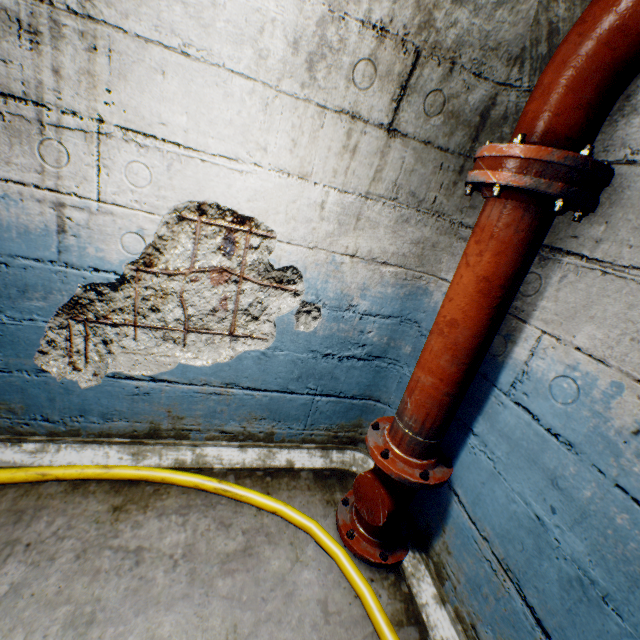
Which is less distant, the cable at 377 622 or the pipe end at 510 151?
the pipe end at 510 151

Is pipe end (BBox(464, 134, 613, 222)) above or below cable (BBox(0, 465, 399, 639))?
above

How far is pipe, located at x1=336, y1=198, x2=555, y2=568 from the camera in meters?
1.3

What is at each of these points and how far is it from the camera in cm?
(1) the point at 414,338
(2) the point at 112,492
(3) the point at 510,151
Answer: (1) building tunnel, 216
(2) building tunnel, 188
(3) pipe end, 114

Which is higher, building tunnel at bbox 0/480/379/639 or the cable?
the cable

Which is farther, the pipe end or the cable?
the cable

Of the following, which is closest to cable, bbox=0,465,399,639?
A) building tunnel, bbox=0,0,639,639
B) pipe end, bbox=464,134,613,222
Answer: building tunnel, bbox=0,0,639,639

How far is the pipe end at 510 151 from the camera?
1.1 meters
